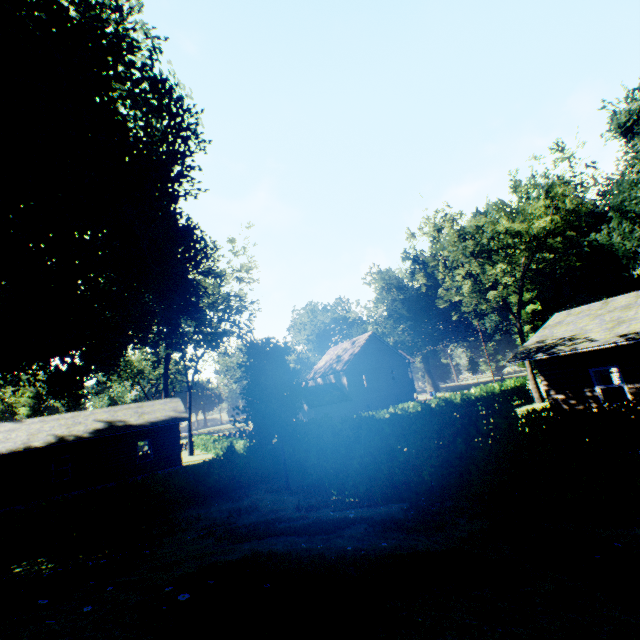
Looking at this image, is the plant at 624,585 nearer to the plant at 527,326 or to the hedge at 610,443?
the hedge at 610,443

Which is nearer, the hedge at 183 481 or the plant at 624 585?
the plant at 624 585

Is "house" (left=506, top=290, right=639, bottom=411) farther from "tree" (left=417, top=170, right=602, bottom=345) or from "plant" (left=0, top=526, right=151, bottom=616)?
"plant" (left=0, top=526, right=151, bottom=616)

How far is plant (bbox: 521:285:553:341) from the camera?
52.3m

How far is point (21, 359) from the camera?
18.16m

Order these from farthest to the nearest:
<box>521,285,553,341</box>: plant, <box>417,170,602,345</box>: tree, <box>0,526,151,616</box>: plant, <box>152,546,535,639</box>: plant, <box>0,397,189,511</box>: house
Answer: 1. <box>521,285,553,341</box>: plant
2. <box>417,170,602,345</box>: tree
3. <box>0,397,189,511</box>: house
4. <box>0,526,151,616</box>: plant
5. <box>152,546,535,639</box>: plant

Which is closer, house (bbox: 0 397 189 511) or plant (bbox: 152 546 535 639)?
plant (bbox: 152 546 535 639)
